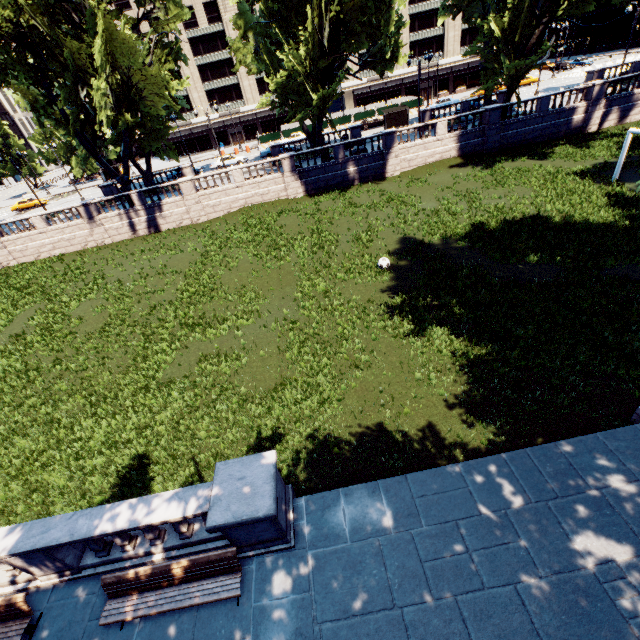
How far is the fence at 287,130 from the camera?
53.4 meters

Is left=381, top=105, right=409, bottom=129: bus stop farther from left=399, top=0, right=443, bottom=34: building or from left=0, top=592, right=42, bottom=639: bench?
left=0, top=592, right=42, bottom=639: bench

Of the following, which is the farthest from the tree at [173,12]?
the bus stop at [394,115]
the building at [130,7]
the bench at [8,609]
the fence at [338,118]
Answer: the fence at [338,118]

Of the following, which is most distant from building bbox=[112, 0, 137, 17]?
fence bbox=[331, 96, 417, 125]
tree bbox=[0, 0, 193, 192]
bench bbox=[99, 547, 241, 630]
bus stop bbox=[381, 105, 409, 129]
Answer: bench bbox=[99, 547, 241, 630]

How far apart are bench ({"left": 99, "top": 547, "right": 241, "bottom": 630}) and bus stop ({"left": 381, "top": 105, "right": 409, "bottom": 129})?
48.5 meters

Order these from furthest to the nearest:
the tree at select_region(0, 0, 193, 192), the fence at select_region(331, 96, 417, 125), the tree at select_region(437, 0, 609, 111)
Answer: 1. the fence at select_region(331, 96, 417, 125)
2. the tree at select_region(437, 0, 609, 111)
3. the tree at select_region(0, 0, 193, 192)

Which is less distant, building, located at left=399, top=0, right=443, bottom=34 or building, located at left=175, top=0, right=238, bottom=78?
building, located at left=175, top=0, right=238, bottom=78

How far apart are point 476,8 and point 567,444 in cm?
4704
